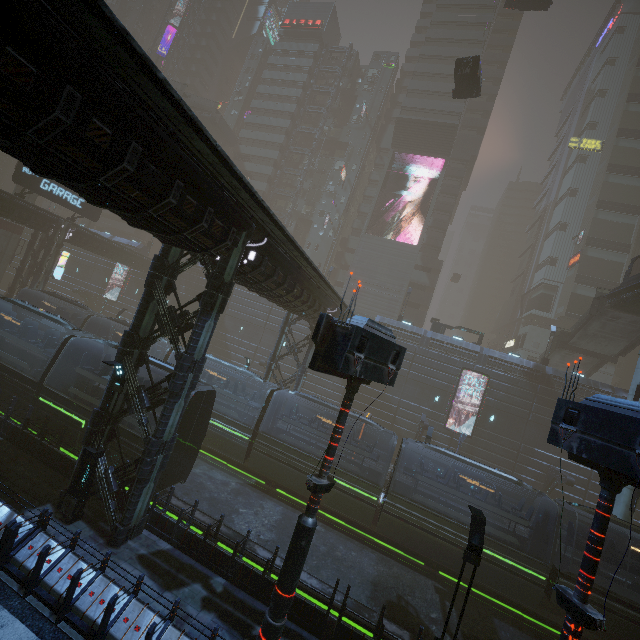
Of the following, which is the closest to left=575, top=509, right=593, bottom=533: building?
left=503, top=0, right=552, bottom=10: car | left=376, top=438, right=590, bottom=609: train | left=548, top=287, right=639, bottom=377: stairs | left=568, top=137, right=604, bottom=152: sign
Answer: left=568, top=137, right=604, bottom=152: sign

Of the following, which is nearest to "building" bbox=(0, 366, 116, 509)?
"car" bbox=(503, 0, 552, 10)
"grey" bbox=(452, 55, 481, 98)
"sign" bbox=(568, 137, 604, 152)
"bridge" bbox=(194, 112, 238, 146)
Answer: "sign" bbox=(568, 137, 604, 152)

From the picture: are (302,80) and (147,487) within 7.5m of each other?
no

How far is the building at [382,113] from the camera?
53.9 meters

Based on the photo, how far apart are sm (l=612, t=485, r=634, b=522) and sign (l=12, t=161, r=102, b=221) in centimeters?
4729cm

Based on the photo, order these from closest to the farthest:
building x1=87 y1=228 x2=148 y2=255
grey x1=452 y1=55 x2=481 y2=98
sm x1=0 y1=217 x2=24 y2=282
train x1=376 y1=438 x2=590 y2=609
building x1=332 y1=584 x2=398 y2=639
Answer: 1. building x1=332 y1=584 x2=398 y2=639
2. train x1=376 y1=438 x2=590 y2=609
3. grey x1=452 y1=55 x2=481 y2=98
4. sm x1=0 y1=217 x2=24 y2=282
5. building x1=87 y1=228 x2=148 y2=255

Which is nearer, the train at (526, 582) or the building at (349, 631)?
the building at (349, 631)

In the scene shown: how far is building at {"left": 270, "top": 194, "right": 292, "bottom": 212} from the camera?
56.4 meters
